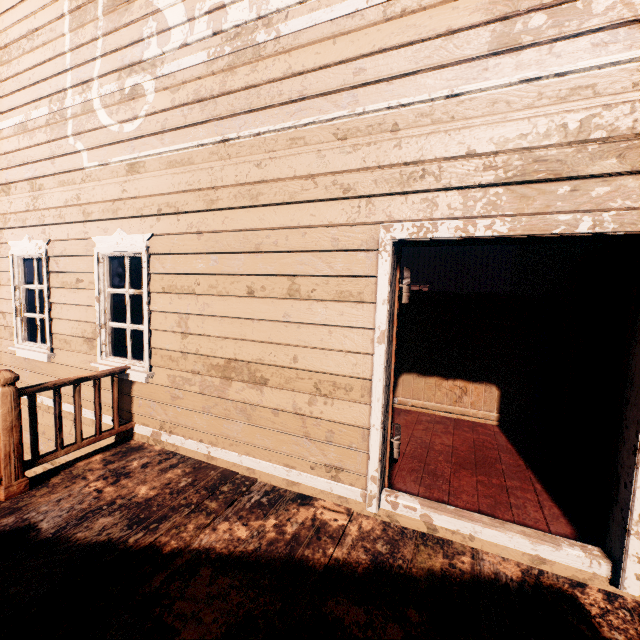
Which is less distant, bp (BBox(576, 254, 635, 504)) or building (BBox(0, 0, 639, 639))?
building (BBox(0, 0, 639, 639))

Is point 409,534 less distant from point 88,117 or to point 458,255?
point 88,117

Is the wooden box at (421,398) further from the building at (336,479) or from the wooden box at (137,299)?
the wooden box at (137,299)

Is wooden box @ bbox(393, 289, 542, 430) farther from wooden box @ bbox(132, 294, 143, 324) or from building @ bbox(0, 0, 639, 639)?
wooden box @ bbox(132, 294, 143, 324)

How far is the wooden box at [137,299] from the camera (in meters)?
5.30

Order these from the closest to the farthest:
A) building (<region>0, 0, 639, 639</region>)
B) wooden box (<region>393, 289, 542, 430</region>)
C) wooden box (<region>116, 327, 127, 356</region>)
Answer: building (<region>0, 0, 639, 639</region>)
wooden box (<region>393, 289, 542, 430</region>)
wooden box (<region>116, 327, 127, 356</region>)

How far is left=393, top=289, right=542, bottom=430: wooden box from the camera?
4.3m

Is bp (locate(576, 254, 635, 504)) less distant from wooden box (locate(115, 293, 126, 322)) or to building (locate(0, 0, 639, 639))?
building (locate(0, 0, 639, 639))
